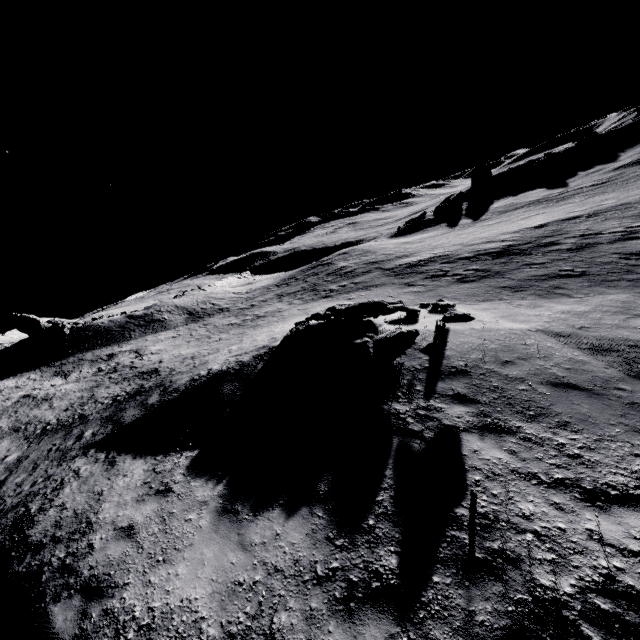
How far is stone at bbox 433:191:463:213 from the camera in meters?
44.6 m

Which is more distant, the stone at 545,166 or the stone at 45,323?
the stone at 545,166

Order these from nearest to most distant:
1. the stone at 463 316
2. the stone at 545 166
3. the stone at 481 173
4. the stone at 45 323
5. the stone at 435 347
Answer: the stone at 435 347
the stone at 463 316
the stone at 45 323
the stone at 545 166
the stone at 481 173

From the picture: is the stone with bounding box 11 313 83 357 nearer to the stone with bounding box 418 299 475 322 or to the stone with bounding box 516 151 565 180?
the stone with bounding box 418 299 475 322

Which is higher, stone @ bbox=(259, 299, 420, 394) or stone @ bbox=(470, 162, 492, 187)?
stone @ bbox=(470, 162, 492, 187)

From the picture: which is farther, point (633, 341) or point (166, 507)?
point (633, 341)

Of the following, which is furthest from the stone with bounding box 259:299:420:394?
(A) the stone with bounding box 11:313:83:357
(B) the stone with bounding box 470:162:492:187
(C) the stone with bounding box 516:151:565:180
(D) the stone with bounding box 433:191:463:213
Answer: (B) the stone with bounding box 470:162:492:187

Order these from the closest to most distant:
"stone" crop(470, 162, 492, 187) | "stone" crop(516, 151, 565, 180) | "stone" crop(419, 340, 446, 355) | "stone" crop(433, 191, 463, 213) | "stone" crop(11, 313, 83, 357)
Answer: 1. "stone" crop(419, 340, 446, 355)
2. "stone" crop(11, 313, 83, 357)
3. "stone" crop(433, 191, 463, 213)
4. "stone" crop(516, 151, 565, 180)
5. "stone" crop(470, 162, 492, 187)
